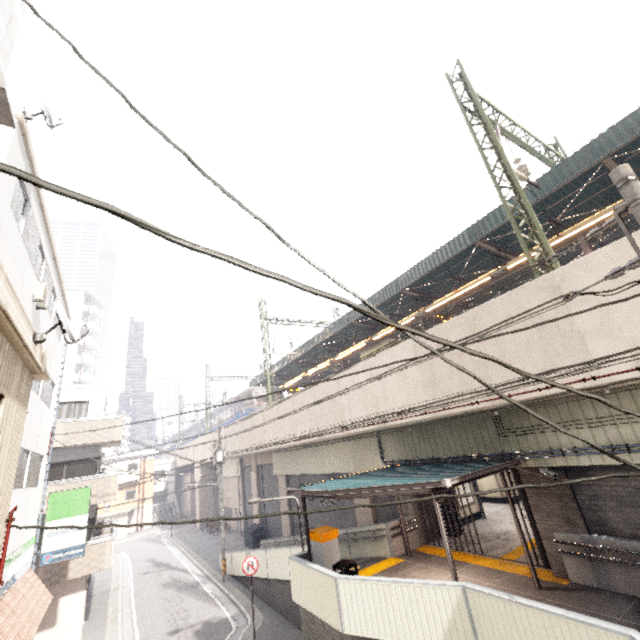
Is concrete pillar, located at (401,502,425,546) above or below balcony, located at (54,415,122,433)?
below

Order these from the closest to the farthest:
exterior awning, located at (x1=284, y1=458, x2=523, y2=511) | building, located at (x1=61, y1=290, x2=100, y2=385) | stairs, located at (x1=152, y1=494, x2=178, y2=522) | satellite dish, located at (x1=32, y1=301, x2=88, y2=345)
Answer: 1. satellite dish, located at (x1=32, y1=301, x2=88, y2=345)
2. exterior awning, located at (x1=284, y1=458, x2=523, y2=511)
3. stairs, located at (x1=152, y1=494, x2=178, y2=522)
4. building, located at (x1=61, y1=290, x2=100, y2=385)

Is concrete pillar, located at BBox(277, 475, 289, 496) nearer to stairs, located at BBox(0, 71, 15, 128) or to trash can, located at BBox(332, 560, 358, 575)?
trash can, located at BBox(332, 560, 358, 575)

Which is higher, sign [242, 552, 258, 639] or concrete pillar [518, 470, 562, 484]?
concrete pillar [518, 470, 562, 484]

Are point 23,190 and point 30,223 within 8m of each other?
yes

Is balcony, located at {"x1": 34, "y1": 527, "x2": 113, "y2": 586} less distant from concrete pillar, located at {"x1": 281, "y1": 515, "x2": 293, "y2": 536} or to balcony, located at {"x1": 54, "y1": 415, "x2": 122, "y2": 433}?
balcony, located at {"x1": 54, "y1": 415, "x2": 122, "y2": 433}

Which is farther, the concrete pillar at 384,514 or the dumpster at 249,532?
the dumpster at 249,532

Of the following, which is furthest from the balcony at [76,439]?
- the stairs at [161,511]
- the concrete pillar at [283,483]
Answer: the stairs at [161,511]
